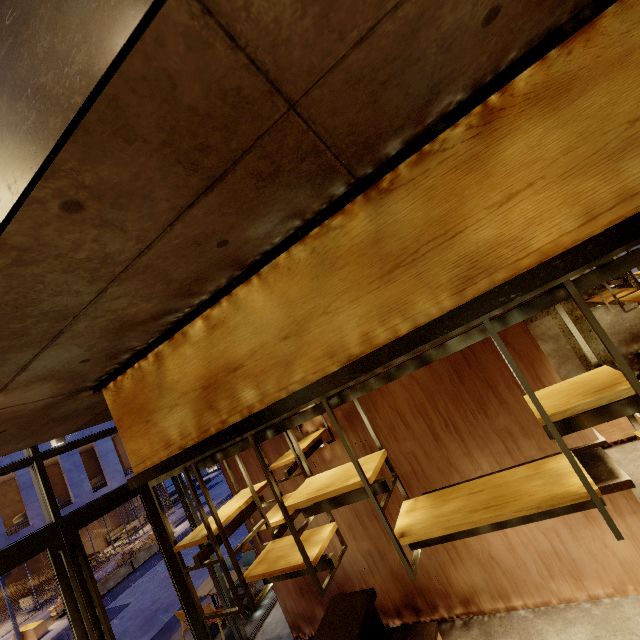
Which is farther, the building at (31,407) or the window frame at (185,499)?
the window frame at (185,499)

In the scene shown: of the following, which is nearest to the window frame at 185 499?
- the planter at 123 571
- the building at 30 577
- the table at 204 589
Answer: the table at 204 589

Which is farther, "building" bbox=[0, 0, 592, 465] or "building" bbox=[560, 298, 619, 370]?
"building" bbox=[560, 298, 619, 370]

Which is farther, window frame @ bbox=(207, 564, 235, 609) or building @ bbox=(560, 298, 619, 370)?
building @ bbox=(560, 298, 619, 370)

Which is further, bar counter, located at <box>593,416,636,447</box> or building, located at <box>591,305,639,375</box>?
building, located at <box>591,305,639,375</box>

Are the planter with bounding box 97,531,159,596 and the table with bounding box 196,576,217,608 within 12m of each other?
yes

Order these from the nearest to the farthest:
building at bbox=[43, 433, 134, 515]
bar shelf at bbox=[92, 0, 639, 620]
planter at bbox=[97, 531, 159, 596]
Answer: bar shelf at bbox=[92, 0, 639, 620]
planter at bbox=[97, 531, 159, 596]
building at bbox=[43, 433, 134, 515]

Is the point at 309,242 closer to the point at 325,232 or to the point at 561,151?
the point at 325,232
